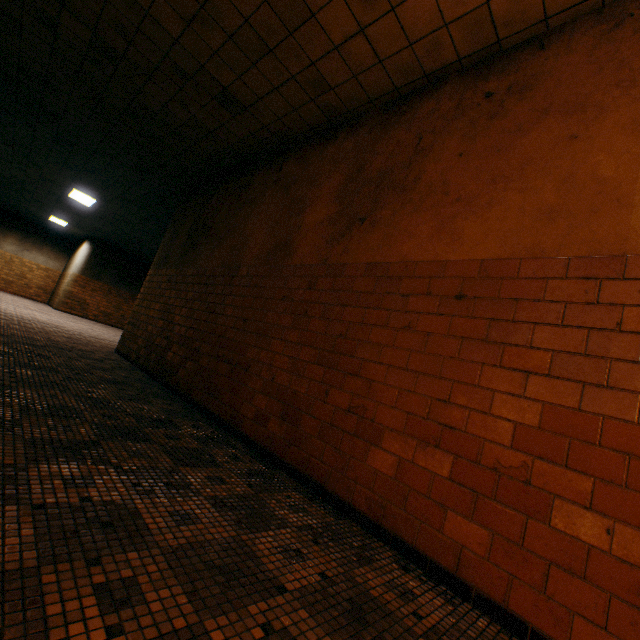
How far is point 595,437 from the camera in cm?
157
